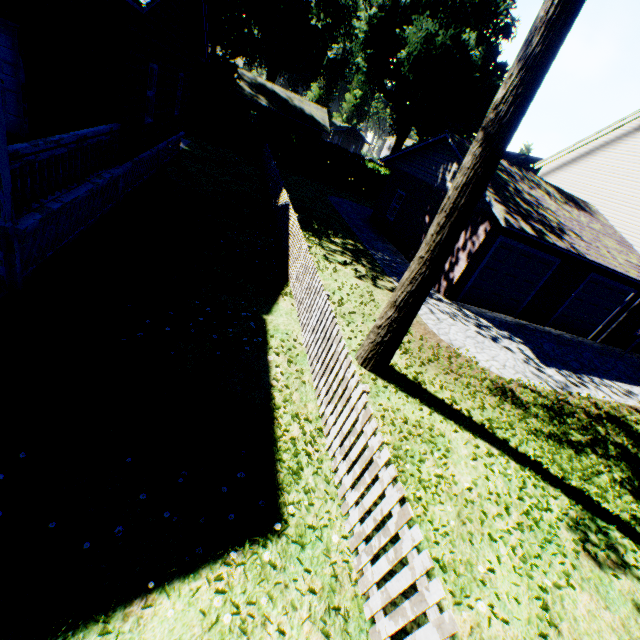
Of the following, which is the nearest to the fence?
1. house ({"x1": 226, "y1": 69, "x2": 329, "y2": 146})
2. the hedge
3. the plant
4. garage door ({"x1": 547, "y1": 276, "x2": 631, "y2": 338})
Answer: the hedge

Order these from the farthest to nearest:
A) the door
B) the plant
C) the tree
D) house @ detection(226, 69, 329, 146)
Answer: house @ detection(226, 69, 329, 146) < the plant < the door < the tree

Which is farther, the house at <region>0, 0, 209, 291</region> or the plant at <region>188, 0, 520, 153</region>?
the plant at <region>188, 0, 520, 153</region>

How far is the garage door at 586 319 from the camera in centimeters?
1456cm

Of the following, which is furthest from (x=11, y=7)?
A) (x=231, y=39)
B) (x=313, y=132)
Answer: (x=231, y=39)

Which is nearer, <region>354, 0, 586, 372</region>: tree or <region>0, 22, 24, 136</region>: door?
<region>354, 0, 586, 372</region>: tree

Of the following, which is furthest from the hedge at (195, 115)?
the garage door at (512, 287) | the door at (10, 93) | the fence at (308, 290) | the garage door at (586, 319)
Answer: the door at (10, 93)

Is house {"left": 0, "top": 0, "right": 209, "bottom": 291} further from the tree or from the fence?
the tree
